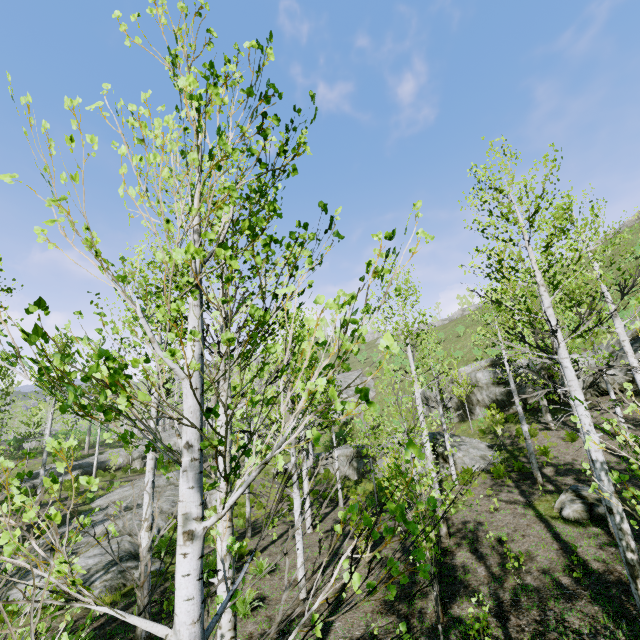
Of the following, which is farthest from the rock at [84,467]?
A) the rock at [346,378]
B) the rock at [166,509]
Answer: the rock at [346,378]

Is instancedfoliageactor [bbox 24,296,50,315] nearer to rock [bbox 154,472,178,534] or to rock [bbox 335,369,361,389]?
rock [bbox 154,472,178,534]

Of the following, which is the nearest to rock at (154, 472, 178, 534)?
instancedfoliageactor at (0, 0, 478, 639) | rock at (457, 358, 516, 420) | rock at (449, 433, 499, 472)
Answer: instancedfoliageactor at (0, 0, 478, 639)

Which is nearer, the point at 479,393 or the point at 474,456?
the point at 474,456

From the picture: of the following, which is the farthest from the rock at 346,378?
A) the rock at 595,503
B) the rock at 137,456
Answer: the rock at 595,503

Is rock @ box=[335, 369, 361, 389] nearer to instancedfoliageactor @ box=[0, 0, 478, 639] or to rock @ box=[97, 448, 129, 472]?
instancedfoliageactor @ box=[0, 0, 478, 639]

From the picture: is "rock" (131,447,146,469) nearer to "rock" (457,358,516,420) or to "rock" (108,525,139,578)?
"rock" (108,525,139,578)

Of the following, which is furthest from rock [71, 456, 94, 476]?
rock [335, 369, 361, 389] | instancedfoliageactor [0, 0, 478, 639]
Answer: rock [335, 369, 361, 389]
